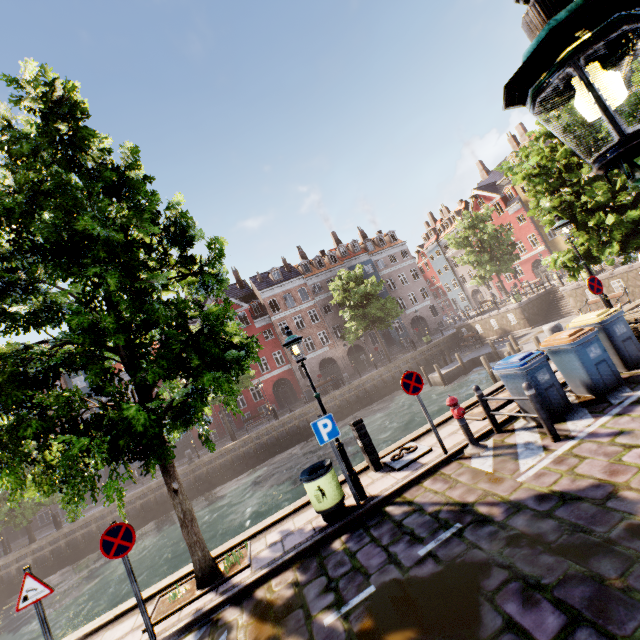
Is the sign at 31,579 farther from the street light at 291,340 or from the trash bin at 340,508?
the trash bin at 340,508

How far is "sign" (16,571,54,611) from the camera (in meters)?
4.94

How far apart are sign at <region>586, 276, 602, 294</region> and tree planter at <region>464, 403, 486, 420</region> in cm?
306

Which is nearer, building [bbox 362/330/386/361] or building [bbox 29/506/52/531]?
building [bbox 29/506/52/531]

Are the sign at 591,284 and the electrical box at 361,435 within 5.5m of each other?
no

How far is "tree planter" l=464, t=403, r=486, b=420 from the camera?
7.9 meters

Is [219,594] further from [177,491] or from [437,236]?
[437,236]

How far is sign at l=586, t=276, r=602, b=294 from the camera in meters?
8.9 m
